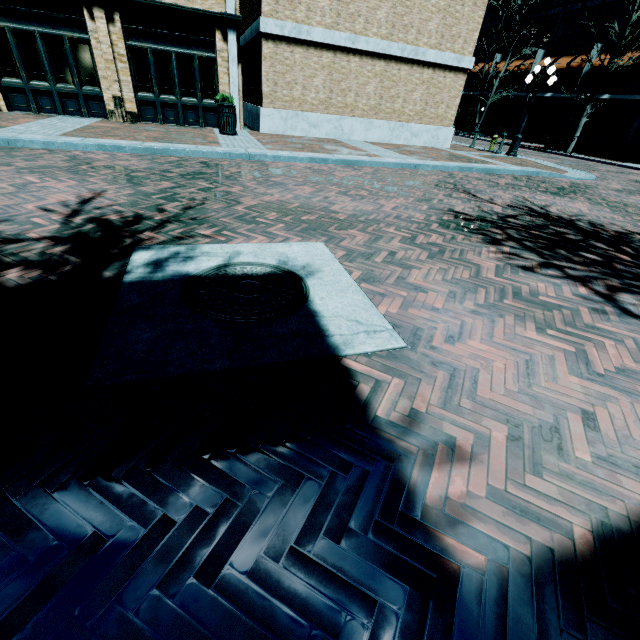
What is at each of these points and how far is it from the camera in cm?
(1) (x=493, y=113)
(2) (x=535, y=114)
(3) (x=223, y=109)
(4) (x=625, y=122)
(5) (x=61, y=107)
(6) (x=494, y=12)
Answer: (1) building, 3325
(2) building, 2914
(3) garbage, 1057
(4) building, 2306
(5) building, 1108
(6) building, 3189

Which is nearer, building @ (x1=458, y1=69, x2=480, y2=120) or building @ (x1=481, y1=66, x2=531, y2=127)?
building @ (x1=481, y1=66, x2=531, y2=127)

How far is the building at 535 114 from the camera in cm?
2598

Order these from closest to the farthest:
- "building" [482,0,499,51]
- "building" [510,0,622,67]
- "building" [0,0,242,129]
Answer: "building" [0,0,242,129] < "building" [510,0,622,67] < "building" [482,0,499,51]

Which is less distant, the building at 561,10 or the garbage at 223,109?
the garbage at 223,109

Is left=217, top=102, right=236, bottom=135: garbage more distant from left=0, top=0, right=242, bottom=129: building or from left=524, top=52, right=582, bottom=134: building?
left=524, top=52, right=582, bottom=134: building
